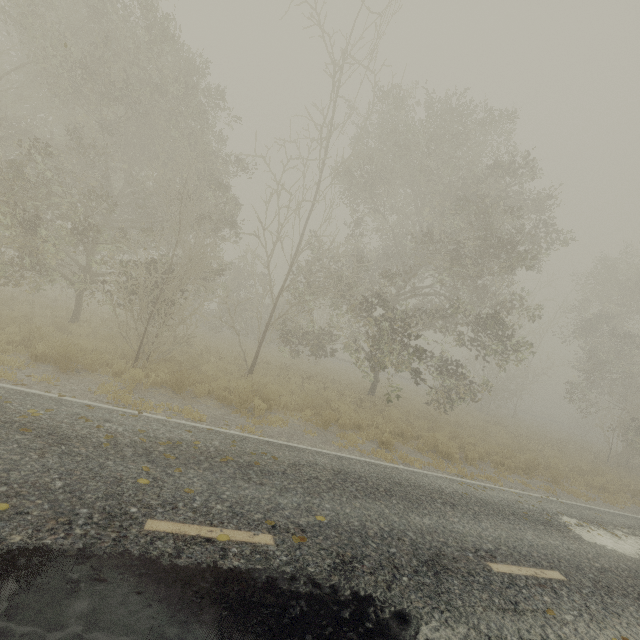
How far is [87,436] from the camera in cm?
514
